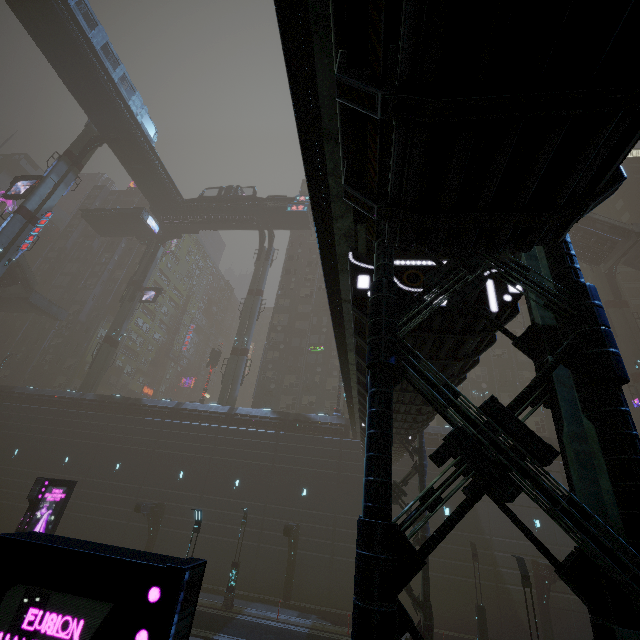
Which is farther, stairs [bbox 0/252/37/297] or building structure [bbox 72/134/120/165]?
stairs [bbox 0/252/37/297]

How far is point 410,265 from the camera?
6.84m

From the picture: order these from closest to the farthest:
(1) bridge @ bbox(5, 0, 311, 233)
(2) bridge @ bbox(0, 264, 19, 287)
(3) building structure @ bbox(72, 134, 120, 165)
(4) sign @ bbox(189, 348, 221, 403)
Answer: (1) bridge @ bbox(5, 0, 311, 233)
(3) building structure @ bbox(72, 134, 120, 165)
(2) bridge @ bbox(0, 264, 19, 287)
(4) sign @ bbox(189, 348, 221, 403)

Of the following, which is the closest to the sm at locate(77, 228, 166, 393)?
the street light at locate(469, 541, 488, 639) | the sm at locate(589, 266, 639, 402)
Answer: the street light at locate(469, 541, 488, 639)

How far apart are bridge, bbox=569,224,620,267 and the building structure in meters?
53.6

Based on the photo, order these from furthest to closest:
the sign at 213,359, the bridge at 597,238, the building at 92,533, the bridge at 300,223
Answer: the sign at 213,359
the bridge at 597,238
the bridge at 300,223
the building at 92,533

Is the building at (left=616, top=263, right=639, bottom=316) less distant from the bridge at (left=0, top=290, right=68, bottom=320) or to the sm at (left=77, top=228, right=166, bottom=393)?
the sm at (left=77, top=228, right=166, bottom=393)

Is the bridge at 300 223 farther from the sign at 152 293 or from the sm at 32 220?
the sign at 152 293
